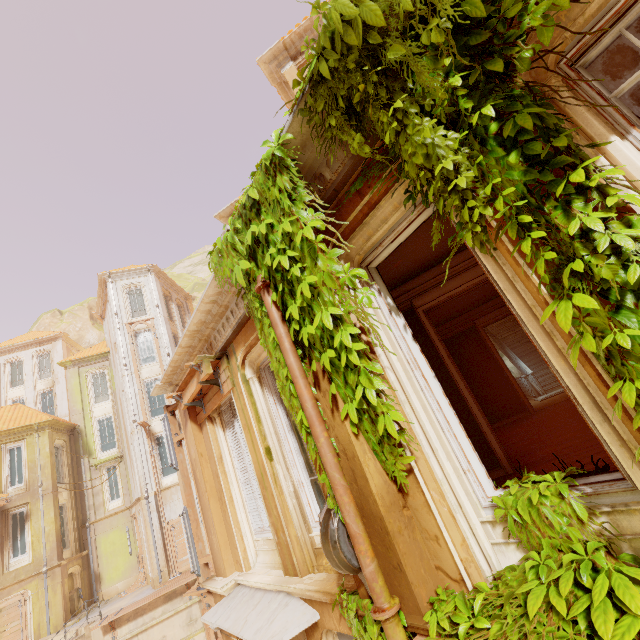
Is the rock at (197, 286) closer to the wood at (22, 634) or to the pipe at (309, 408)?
the wood at (22, 634)

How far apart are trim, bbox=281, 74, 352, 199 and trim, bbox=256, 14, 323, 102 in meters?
8.2

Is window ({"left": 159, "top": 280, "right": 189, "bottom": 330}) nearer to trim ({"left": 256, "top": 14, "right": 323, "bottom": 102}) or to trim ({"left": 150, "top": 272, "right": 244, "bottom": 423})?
trim ({"left": 256, "top": 14, "right": 323, "bottom": 102})

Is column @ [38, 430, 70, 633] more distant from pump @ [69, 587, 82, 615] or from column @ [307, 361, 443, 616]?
column @ [307, 361, 443, 616]

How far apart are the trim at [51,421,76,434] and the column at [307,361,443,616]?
24.9 meters

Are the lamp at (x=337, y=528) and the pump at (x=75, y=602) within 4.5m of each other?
no

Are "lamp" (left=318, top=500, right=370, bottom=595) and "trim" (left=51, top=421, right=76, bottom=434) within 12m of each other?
no

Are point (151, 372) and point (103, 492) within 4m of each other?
no
